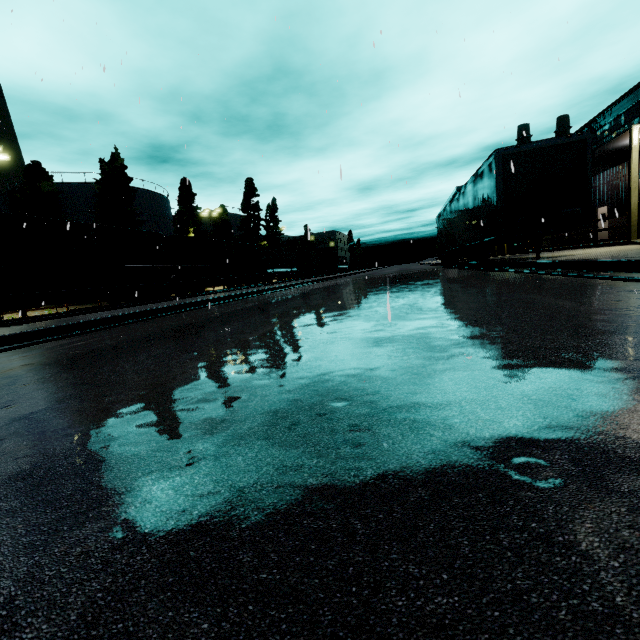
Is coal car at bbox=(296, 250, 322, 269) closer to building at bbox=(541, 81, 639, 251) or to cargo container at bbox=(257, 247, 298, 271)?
cargo container at bbox=(257, 247, 298, 271)

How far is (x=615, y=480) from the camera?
0.9 meters

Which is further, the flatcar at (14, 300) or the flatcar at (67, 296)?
the flatcar at (67, 296)

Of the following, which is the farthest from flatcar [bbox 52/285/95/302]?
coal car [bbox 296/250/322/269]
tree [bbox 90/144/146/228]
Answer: coal car [bbox 296/250/322/269]

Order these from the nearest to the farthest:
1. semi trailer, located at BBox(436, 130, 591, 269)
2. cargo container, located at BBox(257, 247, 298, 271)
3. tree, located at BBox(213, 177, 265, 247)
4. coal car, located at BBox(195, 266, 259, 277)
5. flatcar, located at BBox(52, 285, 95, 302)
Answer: semi trailer, located at BBox(436, 130, 591, 269), flatcar, located at BBox(52, 285, 95, 302), coal car, located at BBox(195, 266, 259, 277), cargo container, located at BBox(257, 247, 298, 271), tree, located at BBox(213, 177, 265, 247)

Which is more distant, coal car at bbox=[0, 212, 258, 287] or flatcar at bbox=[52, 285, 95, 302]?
flatcar at bbox=[52, 285, 95, 302]

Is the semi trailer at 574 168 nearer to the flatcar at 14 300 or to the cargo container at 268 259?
the cargo container at 268 259

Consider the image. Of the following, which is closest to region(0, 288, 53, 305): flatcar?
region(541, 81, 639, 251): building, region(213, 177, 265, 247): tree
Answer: region(541, 81, 639, 251): building
